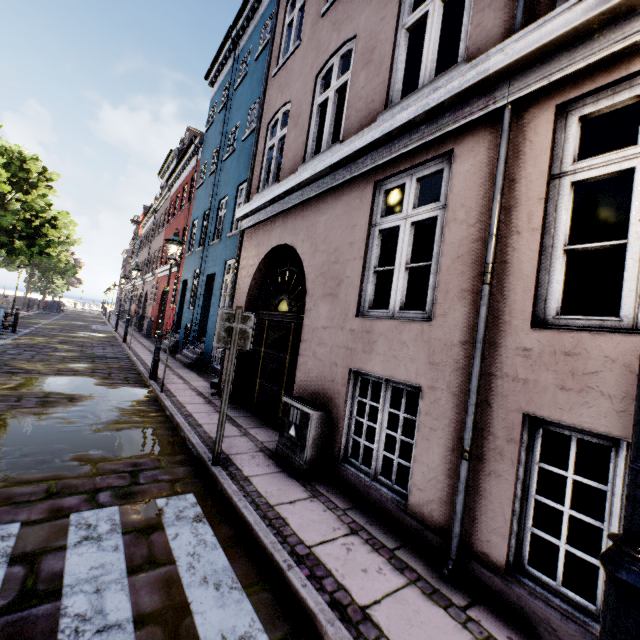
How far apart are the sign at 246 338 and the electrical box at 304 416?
0.9 meters

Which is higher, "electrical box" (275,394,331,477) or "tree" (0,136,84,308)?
"tree" (0,136,84,308)

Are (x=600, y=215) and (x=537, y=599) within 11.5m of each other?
no

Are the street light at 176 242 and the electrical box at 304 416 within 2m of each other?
no

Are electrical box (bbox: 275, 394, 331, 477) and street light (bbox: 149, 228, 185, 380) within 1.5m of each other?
no

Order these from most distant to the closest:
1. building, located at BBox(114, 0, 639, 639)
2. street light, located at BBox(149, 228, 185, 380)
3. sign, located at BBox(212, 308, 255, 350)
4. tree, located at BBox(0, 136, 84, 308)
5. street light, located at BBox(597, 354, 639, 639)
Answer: tree, located at BBox(0, 136, 84, 308) < street light, located at BBox(149, 228, 185, 380) < sign, located at BBox(212, 308, 255, 350) < building, located at BBox(114, 0, 639, 639) < street light, located at BBox(597, 354, 639, 639)

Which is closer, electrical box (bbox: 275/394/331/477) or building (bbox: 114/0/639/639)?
building (bbox: 114/0/639/639)

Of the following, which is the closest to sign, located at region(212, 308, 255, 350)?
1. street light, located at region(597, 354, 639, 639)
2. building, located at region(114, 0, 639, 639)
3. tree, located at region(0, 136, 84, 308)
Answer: building, located at region(114, 0, 639, 639)
